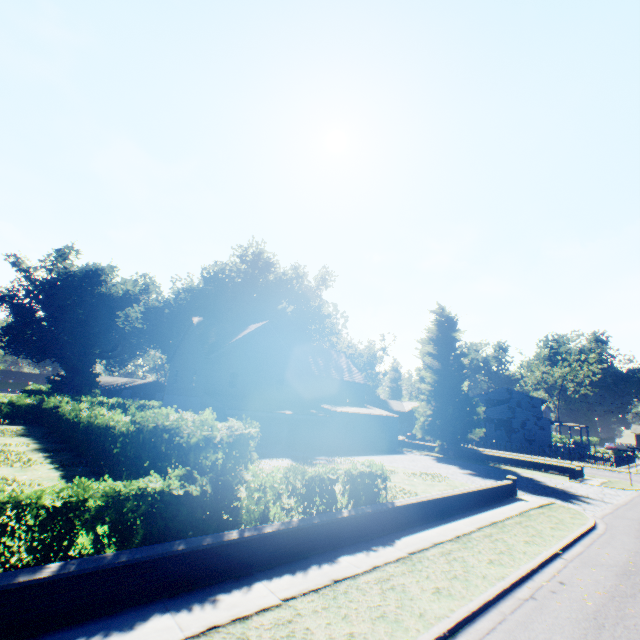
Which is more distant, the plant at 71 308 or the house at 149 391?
the house at 149 391

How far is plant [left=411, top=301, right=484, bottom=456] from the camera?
31.64m

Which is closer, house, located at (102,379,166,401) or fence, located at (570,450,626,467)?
fence, located at (570,450,626,467)

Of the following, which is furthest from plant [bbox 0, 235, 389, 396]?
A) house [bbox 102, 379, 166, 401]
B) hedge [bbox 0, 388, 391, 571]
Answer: hedge [bbox 0, 388, 391, 571]

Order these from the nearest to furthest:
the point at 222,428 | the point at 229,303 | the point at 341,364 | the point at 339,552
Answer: the point at 339,552 < the point at 222,428 < the point at 341,364 < the point at 229,303

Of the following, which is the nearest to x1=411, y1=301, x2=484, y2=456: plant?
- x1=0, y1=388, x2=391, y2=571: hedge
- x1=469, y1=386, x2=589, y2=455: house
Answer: x1=469, y1=386, x2=589, y2=455: house

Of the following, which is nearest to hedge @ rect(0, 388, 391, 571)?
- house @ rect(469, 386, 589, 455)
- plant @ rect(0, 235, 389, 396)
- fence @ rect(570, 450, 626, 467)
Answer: plant @ rect(0, 235, 389, 396)

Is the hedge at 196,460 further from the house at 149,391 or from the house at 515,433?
the house at 515,433
